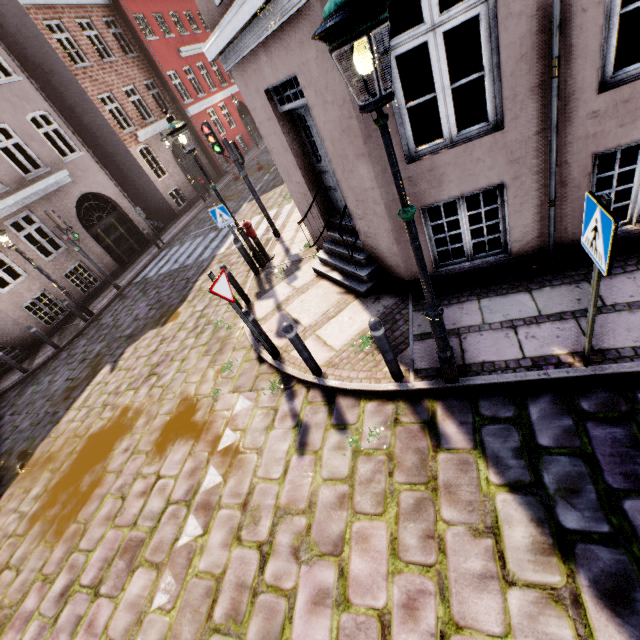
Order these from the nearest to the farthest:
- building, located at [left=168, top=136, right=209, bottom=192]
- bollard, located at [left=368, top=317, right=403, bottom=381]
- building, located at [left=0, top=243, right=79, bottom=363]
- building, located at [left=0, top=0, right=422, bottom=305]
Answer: bollard, located at [left=368, top=317, right=403, bottom=381]
building, located at [left=0, top=0, right=422, bottom=305]
building, located at [left=0, top=243, right=79, bottom=363]
building, located at [left=168, top=136, right=209, bottom=192]

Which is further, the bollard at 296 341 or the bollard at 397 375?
the bollard at 296 341

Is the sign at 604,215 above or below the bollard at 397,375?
above

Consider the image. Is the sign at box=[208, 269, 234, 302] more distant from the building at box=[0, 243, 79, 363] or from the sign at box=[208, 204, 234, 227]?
the sign at box=[208, 204, 234, 227]

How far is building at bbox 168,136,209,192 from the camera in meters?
20.6

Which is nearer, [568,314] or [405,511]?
[405,511]

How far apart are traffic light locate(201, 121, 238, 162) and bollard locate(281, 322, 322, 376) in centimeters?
616cm

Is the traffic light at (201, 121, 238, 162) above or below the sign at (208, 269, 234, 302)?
above
